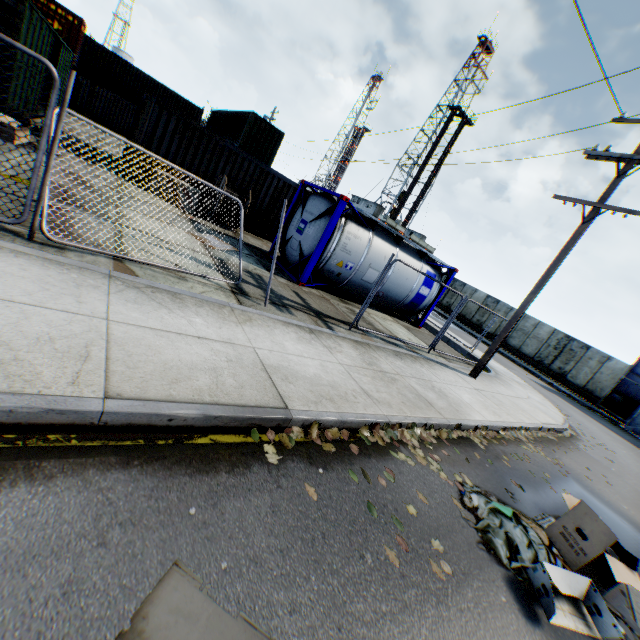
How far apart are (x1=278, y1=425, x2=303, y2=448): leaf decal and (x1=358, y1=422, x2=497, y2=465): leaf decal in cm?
101

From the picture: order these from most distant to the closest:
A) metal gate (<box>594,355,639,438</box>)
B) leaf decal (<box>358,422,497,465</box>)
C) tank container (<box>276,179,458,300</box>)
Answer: metal gate (<box>594,355,639,438</box>)
tank container (<box>276,179,458,300</box>)
leaf decal (<box>358,422,497,465</box>)

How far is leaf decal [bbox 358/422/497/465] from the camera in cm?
459

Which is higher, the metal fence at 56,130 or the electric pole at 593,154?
the electric pole at 593,154

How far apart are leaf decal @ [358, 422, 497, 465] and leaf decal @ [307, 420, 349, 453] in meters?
0.2

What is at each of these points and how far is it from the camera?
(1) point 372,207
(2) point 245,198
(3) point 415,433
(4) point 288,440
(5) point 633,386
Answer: (1) landrig, 48.9 meters
(2) cable spool, 12.8 meters
(3) leaf decal, 5.3 meters
(4) leaf decal, 3.6 meters
(5) metal gate, 20.6 meters

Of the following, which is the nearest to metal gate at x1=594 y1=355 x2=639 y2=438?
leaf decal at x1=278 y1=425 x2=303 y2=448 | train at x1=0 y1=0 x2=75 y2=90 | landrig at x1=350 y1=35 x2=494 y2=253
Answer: leaf decal at x1=278 y1=425 x2=303 y2=448

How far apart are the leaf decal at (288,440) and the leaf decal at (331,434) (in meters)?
0.10
